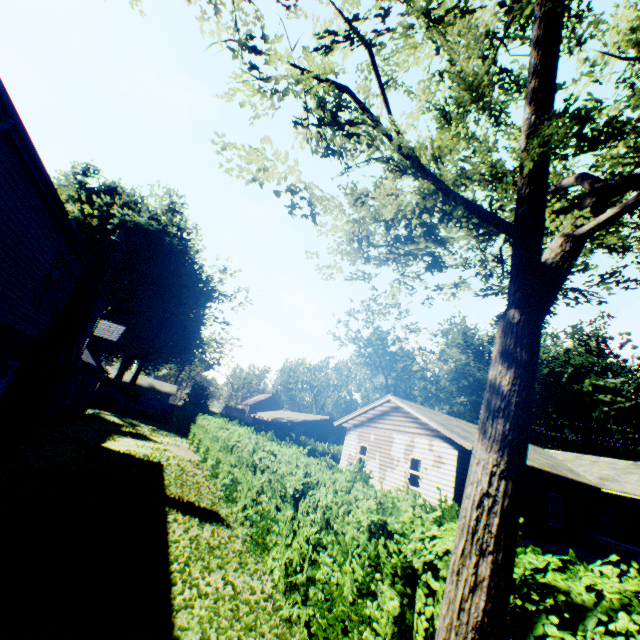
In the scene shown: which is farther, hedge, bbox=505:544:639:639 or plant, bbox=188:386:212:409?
plant, bbox=188:386:212:409

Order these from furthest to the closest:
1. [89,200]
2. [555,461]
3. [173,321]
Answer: [89,200]
[173,321]
[555,461]

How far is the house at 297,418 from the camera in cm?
1522

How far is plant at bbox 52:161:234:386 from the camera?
42.1 meters

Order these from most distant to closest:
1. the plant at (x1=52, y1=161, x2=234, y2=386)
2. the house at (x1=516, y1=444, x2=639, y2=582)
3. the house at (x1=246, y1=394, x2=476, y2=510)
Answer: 1. the plant at (x1=52, y1=161, x2=234, y2=386)
2. the house at (x1=516, y1=444, x2=639, y2=582)
3. the house at (x1=246, y1=394, x2=476, y2=510)

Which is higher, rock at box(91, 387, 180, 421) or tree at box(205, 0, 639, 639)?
tree at box(205, 0, 639, 639)

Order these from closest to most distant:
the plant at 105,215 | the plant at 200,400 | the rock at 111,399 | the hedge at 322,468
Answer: the hedge at 322,468, the rock at 111,399, the plant at 200,400, the plant at 105,215

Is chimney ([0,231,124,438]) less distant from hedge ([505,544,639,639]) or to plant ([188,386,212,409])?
hedge ([505,544,639,639])
